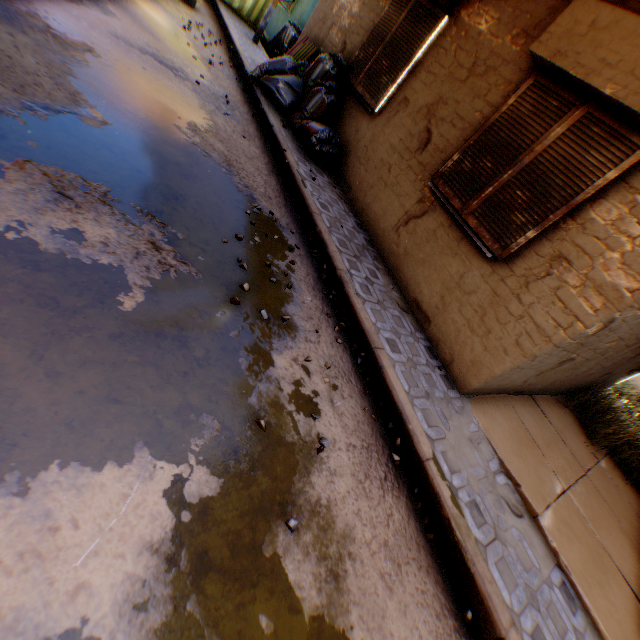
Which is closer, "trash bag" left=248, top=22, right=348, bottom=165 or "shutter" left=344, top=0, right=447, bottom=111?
"shutter" left=344, top=0, right=447, bottom=111

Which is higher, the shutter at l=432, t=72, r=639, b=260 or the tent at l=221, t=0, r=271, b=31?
the shutter at l=432, t=72, r=639, b=260

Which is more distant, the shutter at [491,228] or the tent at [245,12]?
the tent at [245,12]

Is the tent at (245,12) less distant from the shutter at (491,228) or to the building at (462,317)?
the building at (462,317)

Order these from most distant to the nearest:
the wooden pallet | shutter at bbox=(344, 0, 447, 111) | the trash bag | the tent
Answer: the tent < the wooden pallet < the trash bag < shutter at bbox=(344, 0, 447, 111)

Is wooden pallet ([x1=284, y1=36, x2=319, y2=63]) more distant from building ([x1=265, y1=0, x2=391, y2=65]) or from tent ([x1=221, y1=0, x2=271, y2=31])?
tent ([x1=221, y1=0, x2=271, y2=31])

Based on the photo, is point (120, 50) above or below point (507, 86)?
below

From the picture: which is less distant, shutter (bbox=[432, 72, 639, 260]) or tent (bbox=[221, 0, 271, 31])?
shutter (bbox=[432, 72, 639, 260])
